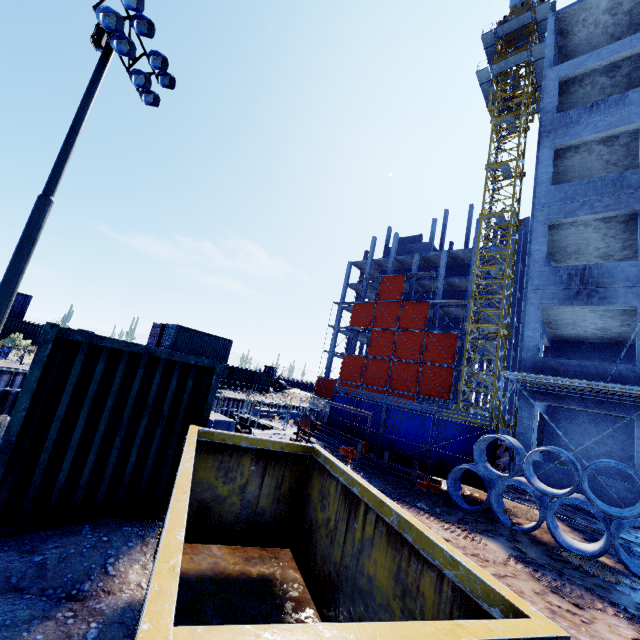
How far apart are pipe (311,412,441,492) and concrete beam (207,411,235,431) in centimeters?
557cm

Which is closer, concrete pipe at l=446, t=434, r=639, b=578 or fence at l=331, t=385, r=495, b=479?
concrete pipe at l=446, t=434, r=639, b=578

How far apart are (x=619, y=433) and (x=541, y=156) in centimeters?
1473cm

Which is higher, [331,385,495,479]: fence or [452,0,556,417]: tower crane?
[452,0,556,417]: tower crane

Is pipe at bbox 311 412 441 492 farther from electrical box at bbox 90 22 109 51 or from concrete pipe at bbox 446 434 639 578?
electrical box at bbox 90 22 109 51

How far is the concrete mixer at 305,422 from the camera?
12.7m

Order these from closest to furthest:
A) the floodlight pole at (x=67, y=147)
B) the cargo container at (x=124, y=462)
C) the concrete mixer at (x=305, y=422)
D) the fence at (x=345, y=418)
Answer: the cargo container at (x=124, y=462), the floodlight pole at (x=67, y=147), the concrete mixer at (x=305, y=422), the fence at (x=345, y=418)

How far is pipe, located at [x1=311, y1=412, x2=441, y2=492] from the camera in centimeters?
1014cm
